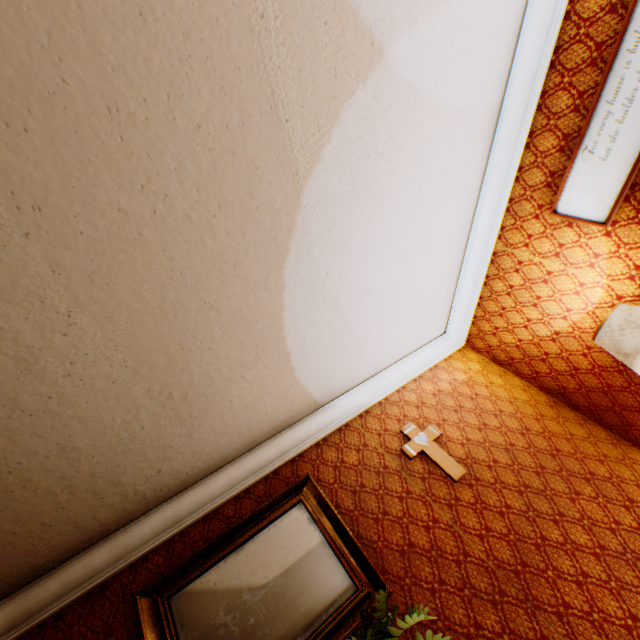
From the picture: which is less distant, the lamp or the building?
the building

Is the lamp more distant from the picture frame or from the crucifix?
the crucifix

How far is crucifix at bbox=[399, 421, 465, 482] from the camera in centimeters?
274cm

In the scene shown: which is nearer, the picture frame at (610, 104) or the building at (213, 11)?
the building at (213, 11)

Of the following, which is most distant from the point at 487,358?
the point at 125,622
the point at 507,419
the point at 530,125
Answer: the point at 125,622

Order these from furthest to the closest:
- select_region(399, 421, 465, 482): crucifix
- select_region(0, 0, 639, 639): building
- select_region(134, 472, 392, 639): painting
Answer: select_region(399, 421, 465, 482): crucifix → select_region(134, 472, 392, 639): painting → select_region(0, 0, 639, 639): building

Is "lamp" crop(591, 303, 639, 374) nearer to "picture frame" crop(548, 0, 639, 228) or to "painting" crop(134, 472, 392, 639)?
"picture frame" crop(548, 0, 639, 228)

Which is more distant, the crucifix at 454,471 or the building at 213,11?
the crucifix at 454,471
